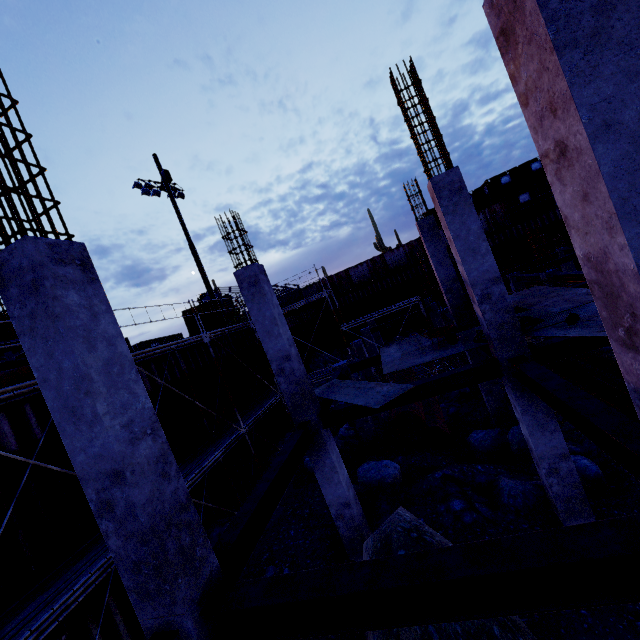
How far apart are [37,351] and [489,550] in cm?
460

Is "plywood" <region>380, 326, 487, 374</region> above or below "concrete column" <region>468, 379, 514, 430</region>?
above

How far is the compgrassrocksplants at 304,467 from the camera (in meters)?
12.31

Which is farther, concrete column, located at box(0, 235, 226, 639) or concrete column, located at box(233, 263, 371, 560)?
concrete column, located at box(233, 263, 371, 560)

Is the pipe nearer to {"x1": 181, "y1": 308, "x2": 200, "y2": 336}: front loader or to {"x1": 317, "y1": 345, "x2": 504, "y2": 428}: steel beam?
{"x1": 317, "y1": 345, "x2": 504, "y2": 428}: steel beam

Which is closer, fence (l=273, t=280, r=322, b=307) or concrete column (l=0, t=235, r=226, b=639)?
concrete column (l=0, t=235, r=226, b=639)

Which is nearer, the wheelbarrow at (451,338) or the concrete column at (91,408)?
the concrete column at (91,408)

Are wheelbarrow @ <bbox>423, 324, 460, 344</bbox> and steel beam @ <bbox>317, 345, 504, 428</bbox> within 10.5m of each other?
yes
